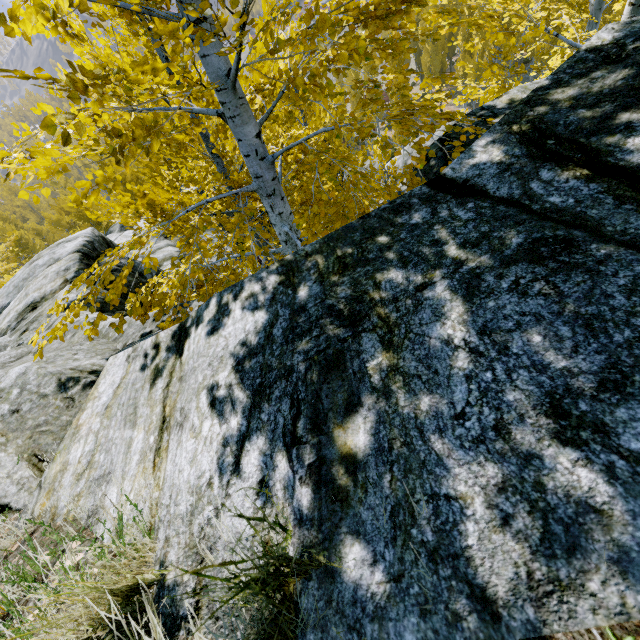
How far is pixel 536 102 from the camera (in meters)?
1.67

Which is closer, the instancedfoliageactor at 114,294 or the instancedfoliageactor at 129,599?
the instancedfoliageactor at 129,599

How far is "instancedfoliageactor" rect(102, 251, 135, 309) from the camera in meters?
2.8 m

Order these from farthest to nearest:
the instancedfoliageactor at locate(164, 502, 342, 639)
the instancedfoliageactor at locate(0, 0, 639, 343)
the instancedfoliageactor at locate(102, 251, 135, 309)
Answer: the instancedfoliageactor at locate(102, 251, 135, 309) < the instancedfoliageactor at locate(0, 0, 639, 343) < the instancedfoliageactor at locate(164, 502, 342, 639)

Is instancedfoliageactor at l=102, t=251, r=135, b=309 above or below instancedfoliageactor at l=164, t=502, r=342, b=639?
below

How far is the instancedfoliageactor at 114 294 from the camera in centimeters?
279cm

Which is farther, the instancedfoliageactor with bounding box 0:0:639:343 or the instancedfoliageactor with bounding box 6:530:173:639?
the instancedfoliageactor with bounding box 0:0:639:343
